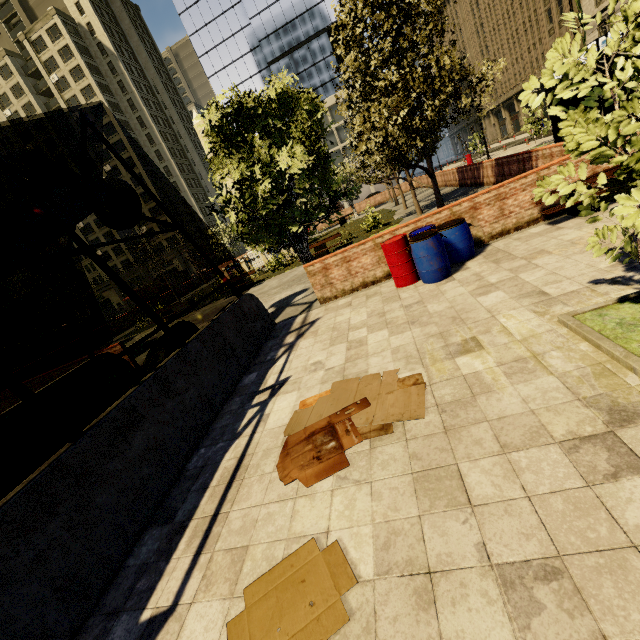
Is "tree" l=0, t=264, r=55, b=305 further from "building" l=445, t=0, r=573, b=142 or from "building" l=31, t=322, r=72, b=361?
"building" l=445, t=0, r=573, b=142

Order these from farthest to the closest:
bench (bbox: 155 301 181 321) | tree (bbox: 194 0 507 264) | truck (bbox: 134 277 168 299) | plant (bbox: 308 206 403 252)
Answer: truck (bbox: 134 277 168 299) < bench (bbox: 155 301 181 321) < plant (bbox: 308 206 403 252) < tree (bbox: 194 0 507 264)

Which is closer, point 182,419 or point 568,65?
point 568,65

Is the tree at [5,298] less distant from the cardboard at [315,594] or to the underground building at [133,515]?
the underground building at [133,515]

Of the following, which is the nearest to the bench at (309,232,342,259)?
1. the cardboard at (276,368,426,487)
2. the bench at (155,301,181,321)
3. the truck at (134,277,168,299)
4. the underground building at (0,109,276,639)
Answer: the bench at (155,301,181,321)

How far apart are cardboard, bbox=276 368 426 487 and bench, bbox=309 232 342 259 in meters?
13.2

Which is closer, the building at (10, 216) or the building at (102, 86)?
the building at (10, 216)

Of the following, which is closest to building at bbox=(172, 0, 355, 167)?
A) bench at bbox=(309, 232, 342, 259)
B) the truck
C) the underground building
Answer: the truck
